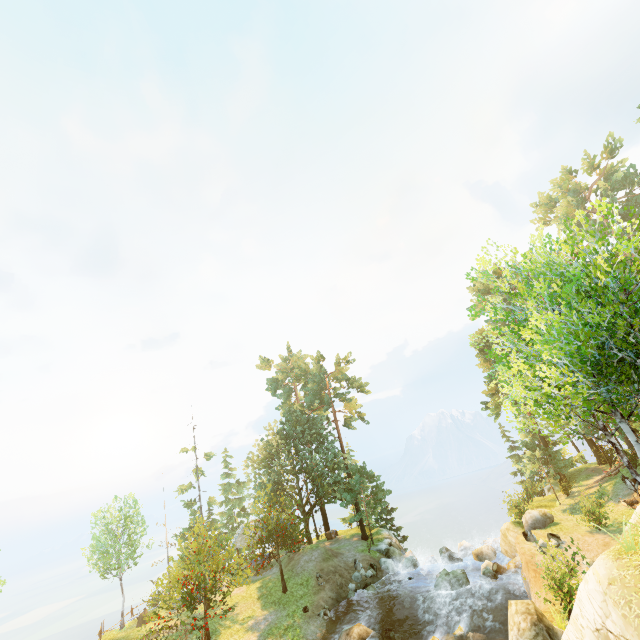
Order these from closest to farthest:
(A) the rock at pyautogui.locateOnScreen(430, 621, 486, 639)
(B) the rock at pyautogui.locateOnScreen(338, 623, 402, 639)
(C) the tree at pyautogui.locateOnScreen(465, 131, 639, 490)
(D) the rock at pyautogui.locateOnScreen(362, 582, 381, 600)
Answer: (C) the tree at pyautogui.locateOnScreen(465, 131, 639, 490), (A) the rock at pyautogui.locateOnScreen(430, 621, 486, 639), (B) the rock at pyautogui.locateOnScreen(338, 623, 402, 639), (D) the rock at pyautogui.locateOnScreen(362, 582, 381, 600)

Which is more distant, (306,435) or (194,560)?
(306,435)

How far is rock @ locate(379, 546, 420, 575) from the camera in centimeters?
2825cm

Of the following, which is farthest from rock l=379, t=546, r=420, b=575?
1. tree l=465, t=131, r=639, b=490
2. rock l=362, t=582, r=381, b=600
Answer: tree l=465, t=131, r=639, b=490

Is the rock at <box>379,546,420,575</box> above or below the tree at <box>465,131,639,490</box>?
below

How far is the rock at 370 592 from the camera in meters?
25.3

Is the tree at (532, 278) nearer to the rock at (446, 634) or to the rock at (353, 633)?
the rock at (353, 633)

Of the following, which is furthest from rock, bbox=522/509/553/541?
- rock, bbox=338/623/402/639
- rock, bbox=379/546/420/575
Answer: rock, bbox=338/623/402/639
